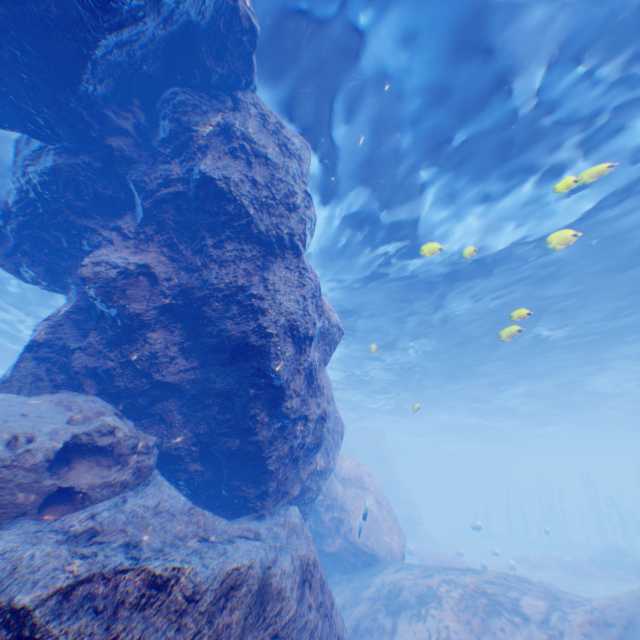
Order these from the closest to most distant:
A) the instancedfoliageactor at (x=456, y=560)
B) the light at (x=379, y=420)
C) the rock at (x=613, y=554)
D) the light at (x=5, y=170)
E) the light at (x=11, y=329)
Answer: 1. the light at (x=379, y=420)
2. the light at (x=5, y=170)
3. the light at (x=11, y=329)
4. the instancedfoliageactor at (x=456, y=560)
5. the rock at (x=613, y=554)

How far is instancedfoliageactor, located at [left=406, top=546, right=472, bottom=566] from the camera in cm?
2016

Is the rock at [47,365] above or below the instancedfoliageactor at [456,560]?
above

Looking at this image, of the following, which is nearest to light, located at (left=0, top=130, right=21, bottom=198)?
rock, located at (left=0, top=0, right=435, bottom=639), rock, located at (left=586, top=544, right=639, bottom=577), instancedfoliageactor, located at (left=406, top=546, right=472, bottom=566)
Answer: rock, located at (left=0, top=0, right=435, bottom=639)

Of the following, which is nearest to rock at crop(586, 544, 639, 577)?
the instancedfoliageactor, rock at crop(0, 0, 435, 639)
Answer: rock at crop(0, 0, 435, 639)

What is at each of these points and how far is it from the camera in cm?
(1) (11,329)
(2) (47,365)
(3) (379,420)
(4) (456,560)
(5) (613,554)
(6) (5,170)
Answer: (1) light, 2189
(2) rock, 671
(3) light, 4141
(4) instancedfoliageactor, 2008
(5) rock, 2444
(6) light, 1041

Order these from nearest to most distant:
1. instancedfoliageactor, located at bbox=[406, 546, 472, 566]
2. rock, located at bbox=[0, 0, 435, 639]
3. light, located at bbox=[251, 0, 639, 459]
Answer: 1. rock, located at bbox=[0, 0, 435, 639]
2. light, located at bbox=[251, 0, 639, 459]
3. instancedfoliageactor, located at bbox=[406, 546, 472, 566]
